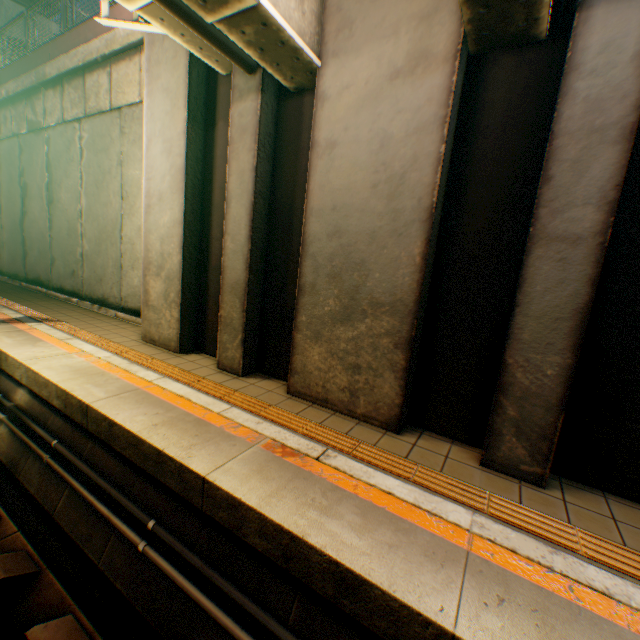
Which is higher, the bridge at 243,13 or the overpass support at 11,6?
the overpass support at 11,6

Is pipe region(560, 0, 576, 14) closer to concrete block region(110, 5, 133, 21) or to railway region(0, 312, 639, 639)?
railway region(0, 312, 639, 639)

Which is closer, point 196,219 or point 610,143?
point 610,143

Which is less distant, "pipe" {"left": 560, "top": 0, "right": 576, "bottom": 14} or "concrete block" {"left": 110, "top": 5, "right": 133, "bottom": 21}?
"pipe" {"left": 560, "top": 0, "right": 576, "bottom": 14}

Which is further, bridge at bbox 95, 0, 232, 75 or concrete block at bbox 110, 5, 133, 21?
concrete block at bbox 110, 5, 133, 21

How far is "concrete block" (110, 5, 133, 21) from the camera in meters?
7.1 m

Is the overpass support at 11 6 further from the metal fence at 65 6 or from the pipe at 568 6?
the pipe at 568 6

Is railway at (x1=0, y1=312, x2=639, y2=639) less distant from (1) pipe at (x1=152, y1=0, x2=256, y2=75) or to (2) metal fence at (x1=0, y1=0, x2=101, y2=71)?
(2) metal fence at (x1=0, y1=0, x2=101, y2=71)
